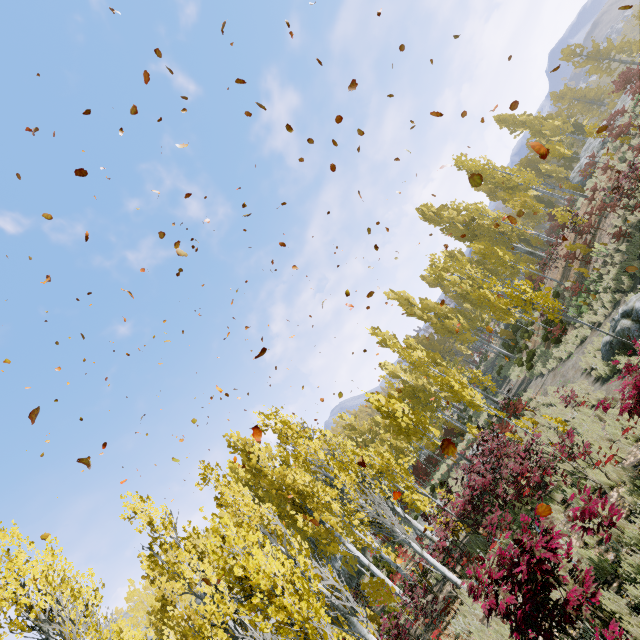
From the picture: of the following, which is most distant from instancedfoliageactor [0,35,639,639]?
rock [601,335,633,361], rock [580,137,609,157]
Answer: rock [601,335,633,361]

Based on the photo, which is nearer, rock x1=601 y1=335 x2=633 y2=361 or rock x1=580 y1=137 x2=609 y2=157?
rock x1=601 y1=335 x2=633 y2=361

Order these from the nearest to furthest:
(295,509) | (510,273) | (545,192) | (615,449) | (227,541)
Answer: (227,541) → (615,449) → (295,509) → (545,192) → (510,273)

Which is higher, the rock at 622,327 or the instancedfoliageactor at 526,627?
the instancedfoliageactor at 526,627

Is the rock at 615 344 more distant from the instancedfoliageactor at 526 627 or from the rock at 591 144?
the rock at 591 144

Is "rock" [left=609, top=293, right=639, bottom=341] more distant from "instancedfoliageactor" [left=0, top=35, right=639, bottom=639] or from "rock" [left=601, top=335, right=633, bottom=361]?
"rock" [left=601, top=335, right=633, bottom=361]
